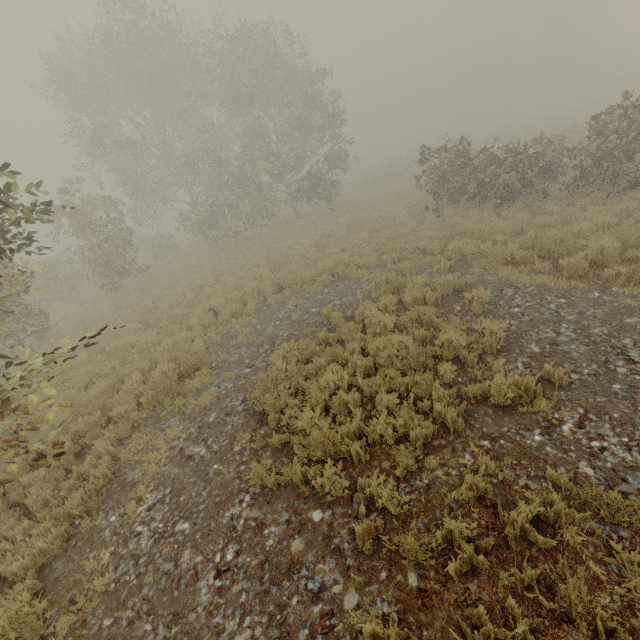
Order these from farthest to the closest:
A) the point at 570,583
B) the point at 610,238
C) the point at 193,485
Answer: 1. the point at 610,238
2. the point at 193,485
3. the point at 570,583
